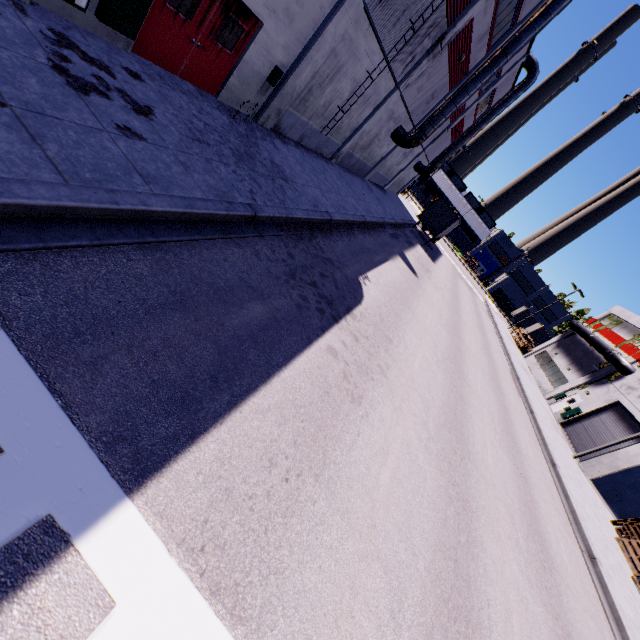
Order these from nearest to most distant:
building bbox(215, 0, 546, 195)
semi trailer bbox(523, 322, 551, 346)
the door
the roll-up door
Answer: the door < building bbox(215, 0, 546, 195) < the roll-up door < semi trailer bbox(523, 322, 551, 346)

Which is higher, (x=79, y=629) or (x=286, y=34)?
(x=286, y=34)

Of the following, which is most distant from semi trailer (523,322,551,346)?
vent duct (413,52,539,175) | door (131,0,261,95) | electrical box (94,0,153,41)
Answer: door (131,0,261,95)

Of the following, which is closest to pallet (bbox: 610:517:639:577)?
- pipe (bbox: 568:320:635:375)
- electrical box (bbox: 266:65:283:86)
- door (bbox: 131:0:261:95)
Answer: pipe (bbox: 568:320:635:375)

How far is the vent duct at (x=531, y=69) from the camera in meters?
28.5 m

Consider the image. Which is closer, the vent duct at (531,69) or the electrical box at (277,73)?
the electrical box at (277,73)

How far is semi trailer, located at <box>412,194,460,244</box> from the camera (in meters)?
29.05

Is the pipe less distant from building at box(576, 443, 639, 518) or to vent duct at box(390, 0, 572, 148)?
building at box(576, 443, 639, 518)
